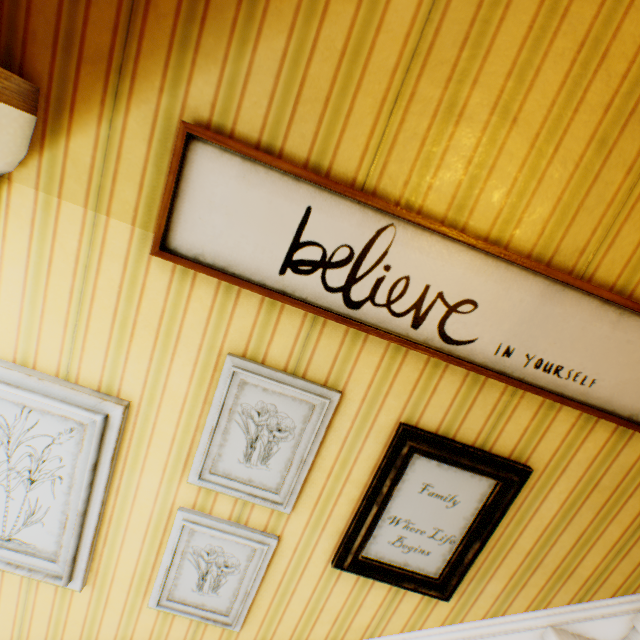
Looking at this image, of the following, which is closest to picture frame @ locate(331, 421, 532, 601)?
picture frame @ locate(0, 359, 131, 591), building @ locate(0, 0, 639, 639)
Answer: building @ locate(0, 0, 639, 639)

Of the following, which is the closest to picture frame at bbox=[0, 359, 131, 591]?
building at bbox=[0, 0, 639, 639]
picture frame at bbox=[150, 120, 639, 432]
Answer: building at bbox=[0, 0, 639, 639]

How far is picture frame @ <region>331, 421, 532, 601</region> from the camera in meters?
1.3

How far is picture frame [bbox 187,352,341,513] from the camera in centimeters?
119cm

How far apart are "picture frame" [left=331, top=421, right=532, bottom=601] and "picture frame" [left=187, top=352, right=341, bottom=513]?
0.3m

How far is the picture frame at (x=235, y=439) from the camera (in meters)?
1.19

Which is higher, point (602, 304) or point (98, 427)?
point (602, 304)

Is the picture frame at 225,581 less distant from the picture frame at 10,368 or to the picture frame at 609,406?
the picture frame at 10,368
